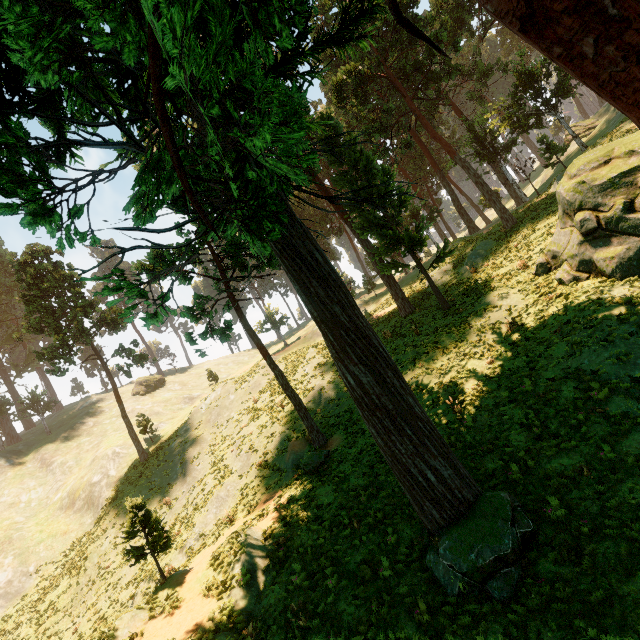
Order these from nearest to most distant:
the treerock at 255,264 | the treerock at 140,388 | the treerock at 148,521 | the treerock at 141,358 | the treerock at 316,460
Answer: the treerock at 255,264 < the treerock at 148,521 < the treerock at 316,460 < the treerock at 141,358 < the treerock at 140,388

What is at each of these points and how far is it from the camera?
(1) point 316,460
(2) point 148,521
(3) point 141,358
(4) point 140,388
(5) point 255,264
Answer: (1) treerock, 16.0 meters
(2) treerock, 13.9 meters
(3) treerock, 33.4 meters
(4) treerock, 54.7 meters
(5) treerock, 11.7 meters

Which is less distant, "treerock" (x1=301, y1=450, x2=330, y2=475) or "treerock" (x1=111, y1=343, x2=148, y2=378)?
"treerock" (x1=301, y1=450, x2=330, y2=475)

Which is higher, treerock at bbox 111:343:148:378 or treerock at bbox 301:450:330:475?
treerock at bbox 111:343:148:378

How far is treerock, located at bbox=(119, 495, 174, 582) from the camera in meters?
13.1

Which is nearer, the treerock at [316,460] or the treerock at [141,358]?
the treerock at [316,460]
